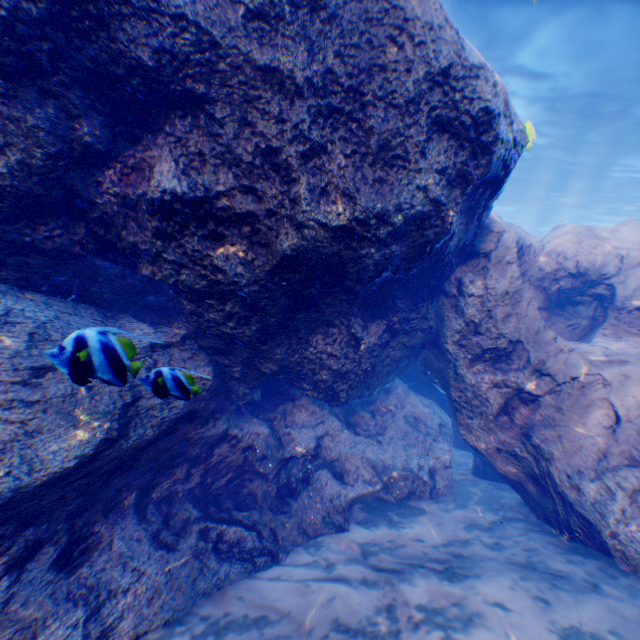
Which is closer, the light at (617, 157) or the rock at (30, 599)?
the rock at (30, 599)

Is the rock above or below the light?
below

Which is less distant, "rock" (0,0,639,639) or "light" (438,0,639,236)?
"rock" (0,0,639,639)

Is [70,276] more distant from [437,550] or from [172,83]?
[437,550]

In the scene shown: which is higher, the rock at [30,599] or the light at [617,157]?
the light at [617,157]
